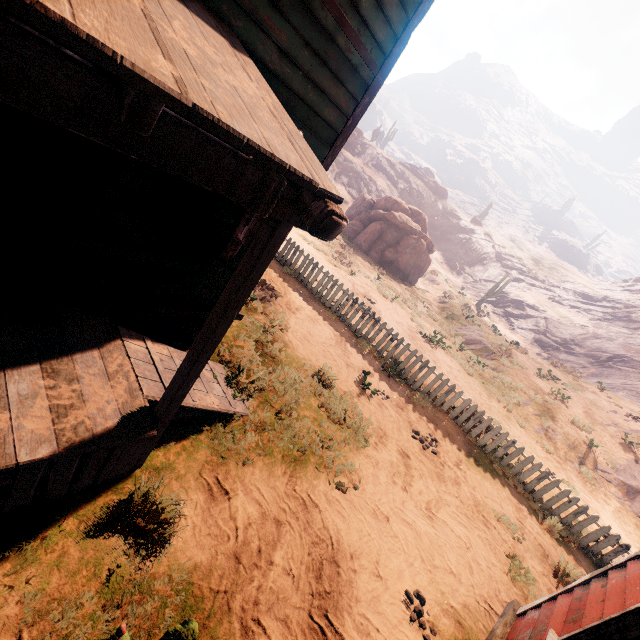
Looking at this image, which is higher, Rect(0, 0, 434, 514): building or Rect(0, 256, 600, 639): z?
Rect(0, 0, 434, 514): building

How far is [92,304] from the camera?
3.9m

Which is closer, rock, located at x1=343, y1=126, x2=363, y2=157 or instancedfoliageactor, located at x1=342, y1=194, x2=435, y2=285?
instancedfoliageactor, located at x1=342, y1=194, x2=435, y2=285

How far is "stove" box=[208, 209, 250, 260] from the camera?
3.9 meters

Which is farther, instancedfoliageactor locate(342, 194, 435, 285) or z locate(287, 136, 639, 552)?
instancedfoliageactor locate(342, 194, 435, 285)

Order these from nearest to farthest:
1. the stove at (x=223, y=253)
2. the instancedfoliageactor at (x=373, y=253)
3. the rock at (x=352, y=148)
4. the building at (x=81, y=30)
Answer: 1. the building at (x=81, y=30)
2. the stove at (x=223, y=253)
3. the instancedfoliageactor at (x=373, y=253)
4. the rock at (x=352, y=148)

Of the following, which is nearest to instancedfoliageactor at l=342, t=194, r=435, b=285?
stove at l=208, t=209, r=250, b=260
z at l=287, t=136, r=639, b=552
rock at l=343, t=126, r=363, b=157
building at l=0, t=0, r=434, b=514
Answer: z at l=287, t=136, r=639, b=552

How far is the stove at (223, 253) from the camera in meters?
3.9 m
